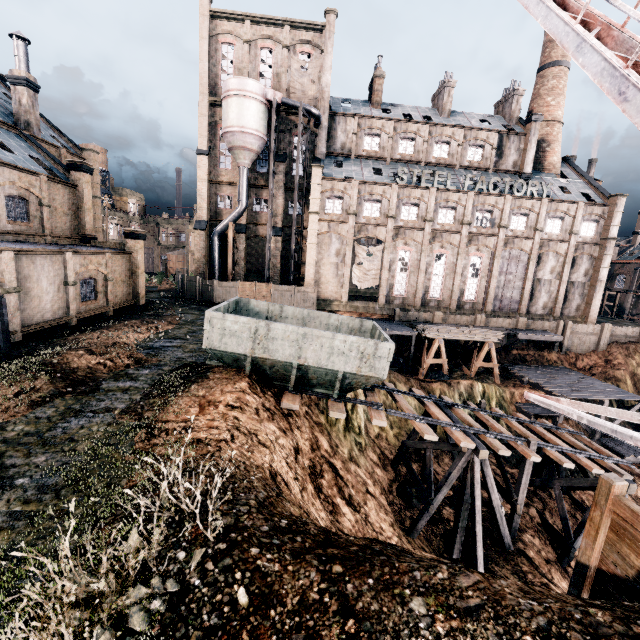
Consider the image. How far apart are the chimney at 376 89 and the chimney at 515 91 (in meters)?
16.84

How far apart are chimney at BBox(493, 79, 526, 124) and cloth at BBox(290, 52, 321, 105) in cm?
2539

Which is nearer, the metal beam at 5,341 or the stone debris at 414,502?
the metal beam at 5,341

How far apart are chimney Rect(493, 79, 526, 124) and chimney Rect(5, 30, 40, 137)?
52.74m

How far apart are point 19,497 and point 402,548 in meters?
8.6

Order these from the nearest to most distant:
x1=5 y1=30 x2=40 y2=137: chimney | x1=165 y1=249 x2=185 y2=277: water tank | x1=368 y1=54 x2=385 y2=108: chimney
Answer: x1=5 y1=30 x2=40 y2=137: chimney → x1=368 y1=54 x2=385 y2=108: chimney → x1=165 y1=249 x2=185 y2=277: water tank

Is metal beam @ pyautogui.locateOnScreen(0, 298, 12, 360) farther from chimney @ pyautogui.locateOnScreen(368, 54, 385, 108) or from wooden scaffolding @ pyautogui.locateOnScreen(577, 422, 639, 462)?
chimney @ pyautogui.locateOnScreen(368, 54, 385, 108)

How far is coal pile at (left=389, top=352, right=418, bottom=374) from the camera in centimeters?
3158cm
